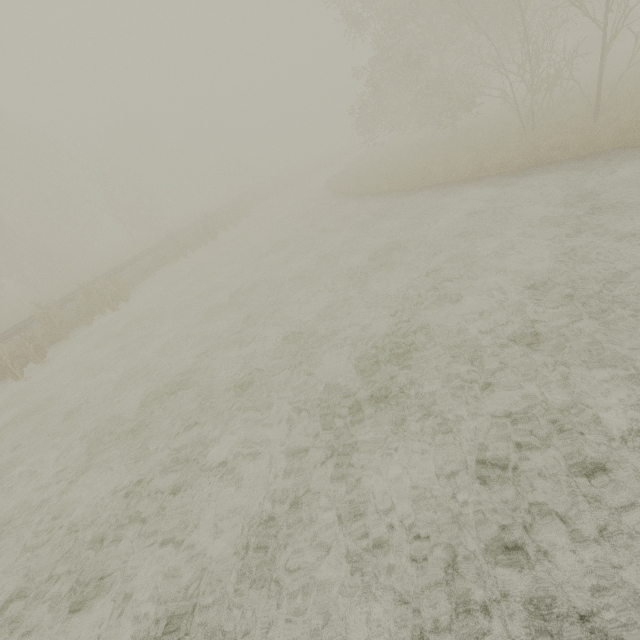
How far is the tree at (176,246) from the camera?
21.2 meters

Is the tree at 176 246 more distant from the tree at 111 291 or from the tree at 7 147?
the tree at 7 147

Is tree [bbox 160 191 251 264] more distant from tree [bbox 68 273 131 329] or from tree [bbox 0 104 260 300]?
tree [bbox 0 104 260 300]

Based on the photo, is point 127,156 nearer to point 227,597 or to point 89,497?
point 89,497

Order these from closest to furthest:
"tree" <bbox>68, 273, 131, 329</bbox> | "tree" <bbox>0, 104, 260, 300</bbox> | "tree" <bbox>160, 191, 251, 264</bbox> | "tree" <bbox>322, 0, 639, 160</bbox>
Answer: "tree" <bbox>322, 0, 639, 160</bbox>, "tree" <bbox>68, 273, 131, 329</bbox>, "tree" <bbox>160, 191, 251, 264</bbox>, "tree" <bbox>0, 104, 260, 300</bbox>

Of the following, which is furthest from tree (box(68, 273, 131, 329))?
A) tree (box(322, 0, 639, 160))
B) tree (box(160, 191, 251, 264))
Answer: tree (box(322, 0, 639, 160))

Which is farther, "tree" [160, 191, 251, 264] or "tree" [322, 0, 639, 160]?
"tree" [160, 191, 251, 264]

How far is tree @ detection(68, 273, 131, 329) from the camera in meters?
14.6 m
